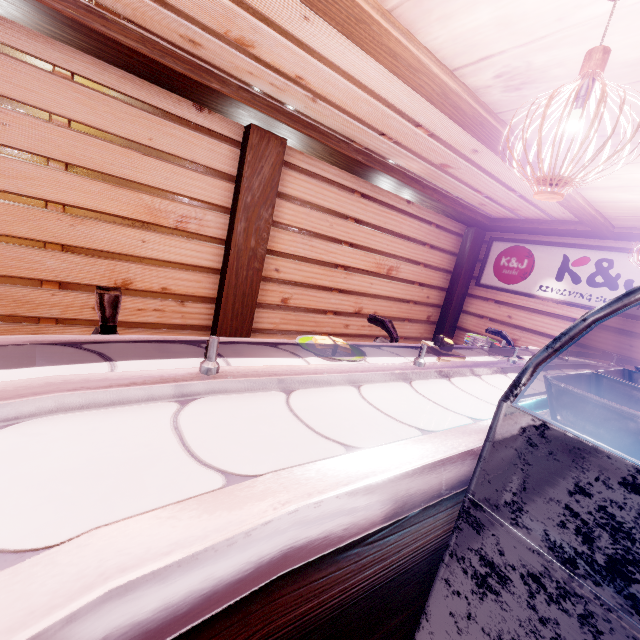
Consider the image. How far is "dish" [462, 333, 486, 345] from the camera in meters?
5.1 m

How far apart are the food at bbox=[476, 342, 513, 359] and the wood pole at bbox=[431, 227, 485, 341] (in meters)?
7.05

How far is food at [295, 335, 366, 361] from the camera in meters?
2.0

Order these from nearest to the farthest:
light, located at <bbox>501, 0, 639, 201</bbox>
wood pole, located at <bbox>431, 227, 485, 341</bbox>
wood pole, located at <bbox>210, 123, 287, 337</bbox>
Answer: light, located at <bbox>501, 0, 639, 201</bbox> → wood pole, located at <bbox>210, 123, 287, 337</bbox> → wood pole, located at <bbox>431, 227, 485, 341</bbox>

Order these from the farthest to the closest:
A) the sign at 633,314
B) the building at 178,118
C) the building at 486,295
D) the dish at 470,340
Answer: the building at 486,295
the sign at 633,314
the dish at 470,340
the building at 178,118

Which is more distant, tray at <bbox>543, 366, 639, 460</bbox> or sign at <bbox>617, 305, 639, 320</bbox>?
sign at <bbox>617, 305, 639, 320</bbox>

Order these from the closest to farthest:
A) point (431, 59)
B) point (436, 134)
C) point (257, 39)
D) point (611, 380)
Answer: point (611, 380), point (431, 59), point (257, 39), point (436, 134)

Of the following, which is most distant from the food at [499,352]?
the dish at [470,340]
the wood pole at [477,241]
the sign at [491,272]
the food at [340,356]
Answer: the wood pole at [477,241]
